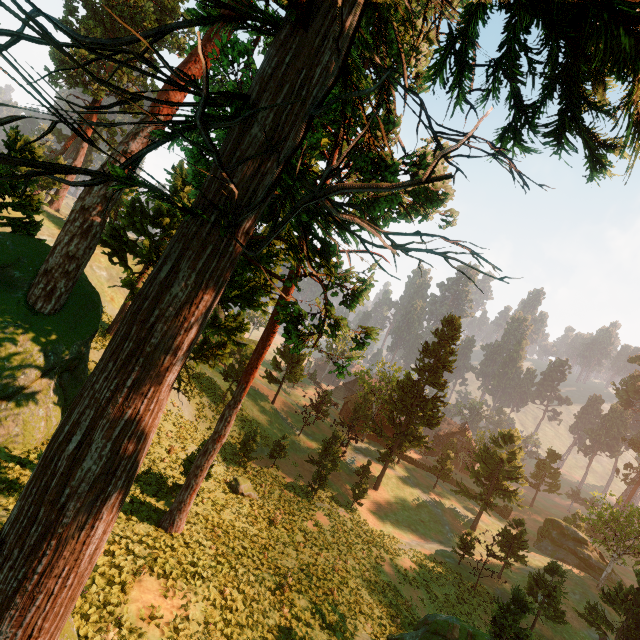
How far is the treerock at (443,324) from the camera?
34.7 meters

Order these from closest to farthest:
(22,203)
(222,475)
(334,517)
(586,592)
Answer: (22,203) → (222,475) → (334,517) → (586,592)

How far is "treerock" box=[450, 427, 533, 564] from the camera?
31.8 meters

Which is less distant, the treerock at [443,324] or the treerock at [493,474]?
the treerock at [493,474]

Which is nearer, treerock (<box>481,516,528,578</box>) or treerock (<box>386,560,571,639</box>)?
treerock (<box>386,560,571,639</box>)
